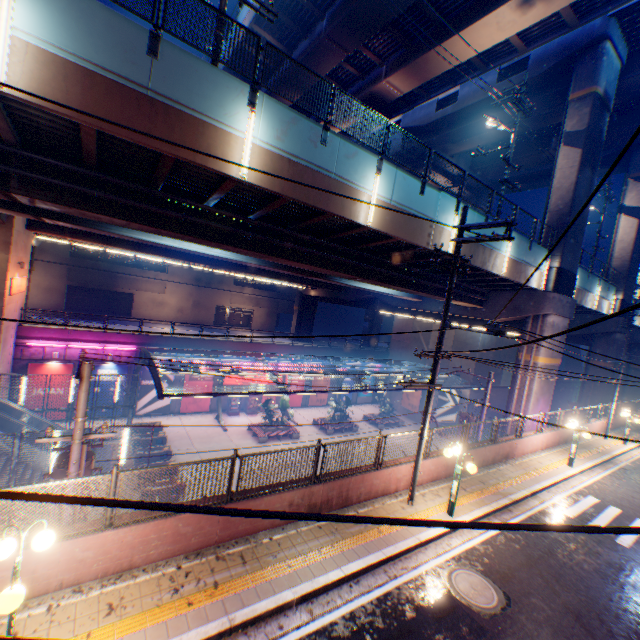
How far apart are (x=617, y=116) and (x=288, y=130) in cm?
3301

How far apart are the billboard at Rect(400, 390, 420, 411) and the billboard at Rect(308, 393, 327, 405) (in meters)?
9.36

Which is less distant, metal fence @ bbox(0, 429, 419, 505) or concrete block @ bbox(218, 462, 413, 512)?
metal fence @ bbox(0, 429, 419, 505)

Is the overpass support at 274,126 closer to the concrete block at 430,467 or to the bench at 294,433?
the concrete block at 430,467

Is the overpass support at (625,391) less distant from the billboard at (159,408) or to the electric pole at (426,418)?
the electric pole at (426,418)

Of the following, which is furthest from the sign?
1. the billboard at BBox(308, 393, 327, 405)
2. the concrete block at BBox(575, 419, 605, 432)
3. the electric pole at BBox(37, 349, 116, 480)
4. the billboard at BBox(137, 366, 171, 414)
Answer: the billboard at BBox(308, 393, 327, 405)

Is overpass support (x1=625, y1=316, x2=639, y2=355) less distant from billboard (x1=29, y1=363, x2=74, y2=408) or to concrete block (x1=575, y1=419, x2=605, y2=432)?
concrete block (x1=575, y1=419, x2=605, y2=432)

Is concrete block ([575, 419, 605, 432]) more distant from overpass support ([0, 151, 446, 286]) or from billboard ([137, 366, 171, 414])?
billboard ([137, 366, 171, 414])
